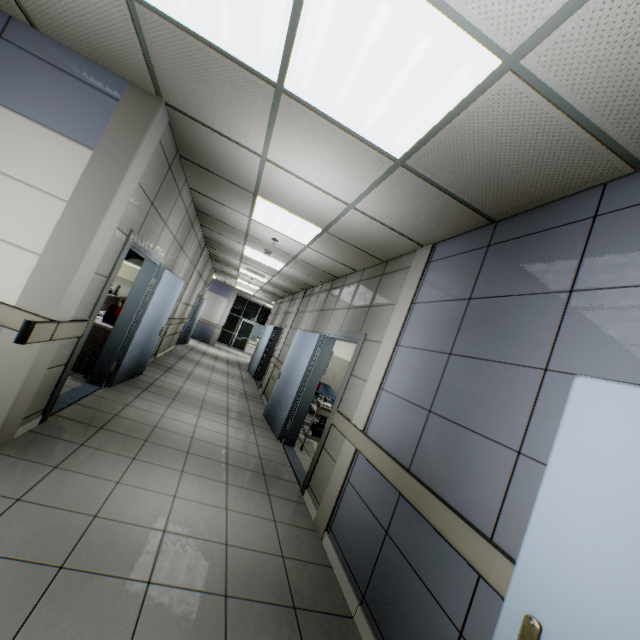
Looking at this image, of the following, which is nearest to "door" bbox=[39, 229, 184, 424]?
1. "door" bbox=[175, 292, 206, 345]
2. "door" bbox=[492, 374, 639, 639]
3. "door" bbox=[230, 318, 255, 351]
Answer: "door" bbox=[492, 374, 639, 639]

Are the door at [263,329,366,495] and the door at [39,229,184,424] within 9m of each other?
yes

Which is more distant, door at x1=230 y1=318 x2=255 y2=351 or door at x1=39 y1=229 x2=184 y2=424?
door at x1=230 y1=318 x2=255 y2=351

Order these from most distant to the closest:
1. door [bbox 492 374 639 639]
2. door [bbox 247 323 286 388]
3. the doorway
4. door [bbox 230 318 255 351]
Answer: door [bbox 230 318 255 351], door [bbox 247 323 286 388], the doorway, door [bbox 492 374 639 639]

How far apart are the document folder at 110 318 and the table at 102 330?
0.0m

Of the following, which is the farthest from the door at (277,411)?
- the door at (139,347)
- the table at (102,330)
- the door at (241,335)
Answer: the door at (241,335)

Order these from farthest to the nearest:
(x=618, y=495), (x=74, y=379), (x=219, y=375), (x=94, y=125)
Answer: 1. (x=219, y=375)
2. (x=74, y=379)
3. (x=94, y=125)
4. (x=618, y=495)

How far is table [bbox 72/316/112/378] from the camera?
4.95m
